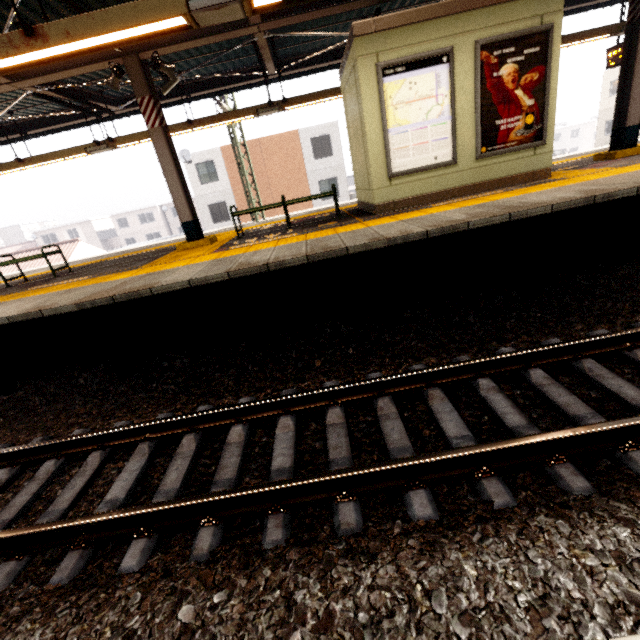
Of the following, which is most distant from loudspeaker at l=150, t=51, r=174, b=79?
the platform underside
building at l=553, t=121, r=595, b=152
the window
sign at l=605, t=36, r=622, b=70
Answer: building at l=553, t=121, r=595, b=152

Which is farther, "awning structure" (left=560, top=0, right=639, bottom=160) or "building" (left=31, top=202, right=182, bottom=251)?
"building" (left=31, top=202, right=182, bottom=251)

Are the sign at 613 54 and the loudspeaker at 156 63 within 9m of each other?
no

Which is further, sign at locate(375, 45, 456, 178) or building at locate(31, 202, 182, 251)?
building at locate(31, 202, 182, 251)

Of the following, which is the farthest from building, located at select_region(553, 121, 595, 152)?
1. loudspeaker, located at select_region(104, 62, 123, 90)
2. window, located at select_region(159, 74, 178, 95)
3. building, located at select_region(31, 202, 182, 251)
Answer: loudspeaker, located at select_region(104, 62, 123, 90)

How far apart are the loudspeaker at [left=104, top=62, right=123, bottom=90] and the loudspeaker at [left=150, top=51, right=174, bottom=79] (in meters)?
0.57

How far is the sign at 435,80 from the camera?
5.4m

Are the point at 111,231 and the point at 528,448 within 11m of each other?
no
